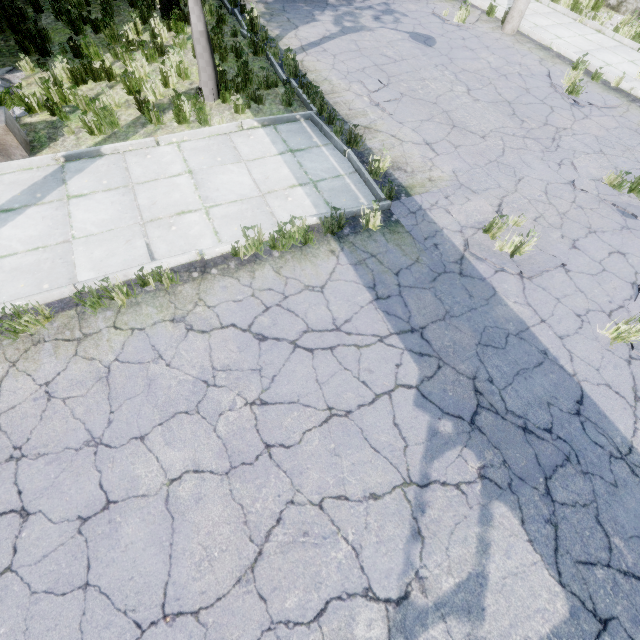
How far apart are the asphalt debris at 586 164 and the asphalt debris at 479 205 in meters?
1.4 m

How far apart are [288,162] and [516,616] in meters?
7.1 m

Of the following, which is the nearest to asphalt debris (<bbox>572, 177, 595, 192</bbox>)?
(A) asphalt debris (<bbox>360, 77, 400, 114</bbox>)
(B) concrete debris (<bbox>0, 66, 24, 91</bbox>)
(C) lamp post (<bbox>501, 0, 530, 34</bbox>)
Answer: (A) asphalt debris (<bbox>360, 77, 400, 114</bbox>)

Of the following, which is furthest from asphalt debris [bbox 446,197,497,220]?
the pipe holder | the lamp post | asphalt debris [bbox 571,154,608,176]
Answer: the lamp post

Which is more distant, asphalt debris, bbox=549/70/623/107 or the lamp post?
the lamp post

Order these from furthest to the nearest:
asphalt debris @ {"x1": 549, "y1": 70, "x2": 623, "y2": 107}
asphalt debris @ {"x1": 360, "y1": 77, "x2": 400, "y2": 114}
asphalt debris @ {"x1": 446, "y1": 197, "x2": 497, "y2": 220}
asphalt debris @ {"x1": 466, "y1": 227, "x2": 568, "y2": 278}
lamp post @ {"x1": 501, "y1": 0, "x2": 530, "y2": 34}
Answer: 1. lamp post @ {"x1": 501, "y1": 0, "x2": 530, "y2": 34}
2. asphalt debris @ {"x1": 549, "y1": 70, "x2": 623, "y2": 107}
3. asphalt debris @ {"x1": 360, "y1": 77, "x2": 400, "y2": 114}
4. asphalt debris @ {"x1": 446, "y1": 197, "x2": 497, "y2": 220}
5. asphalt debris @ {"x1": 466, "y1": 227, "x2": 568, "y2": 278}

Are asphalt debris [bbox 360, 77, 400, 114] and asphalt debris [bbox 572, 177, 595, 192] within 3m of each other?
no

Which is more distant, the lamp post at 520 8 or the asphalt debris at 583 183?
the lamp post at 520 8
